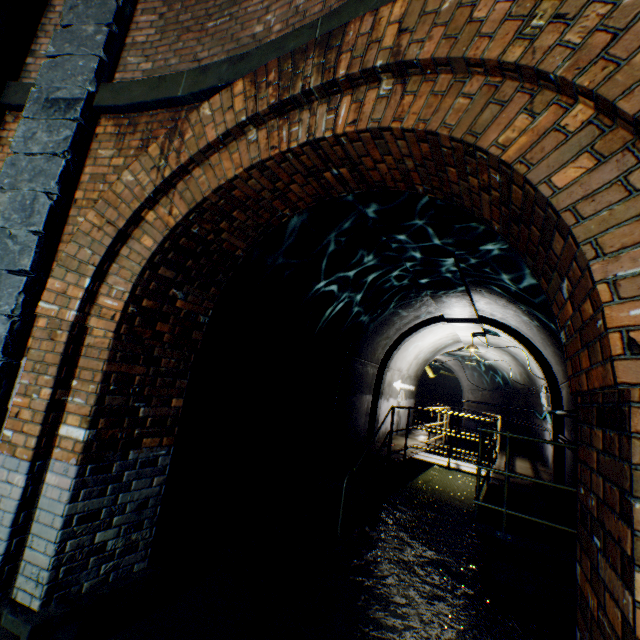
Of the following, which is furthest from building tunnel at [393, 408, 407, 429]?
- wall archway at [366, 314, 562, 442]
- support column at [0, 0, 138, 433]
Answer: support column at [0, 0, 138, 433]

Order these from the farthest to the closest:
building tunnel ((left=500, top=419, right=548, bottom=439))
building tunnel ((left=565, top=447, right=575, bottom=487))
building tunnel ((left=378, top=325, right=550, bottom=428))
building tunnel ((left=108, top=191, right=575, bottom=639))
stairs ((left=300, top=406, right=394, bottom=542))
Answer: building tunnel ((left=500, top=419, right=548, bottom=439)), building tunnel ((left=378, top=325, right=550, bottom=428)), building tunnel ((left=565, top=447, right=575, bottom=487)), stairs ((left=300, top=406, right=394, bottom=542)), building tunnel ((left=108, top=191, right=575, bottom=639))

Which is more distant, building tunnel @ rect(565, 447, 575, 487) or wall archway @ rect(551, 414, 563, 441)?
wall archway @ rect(551, 414, 563, 441)

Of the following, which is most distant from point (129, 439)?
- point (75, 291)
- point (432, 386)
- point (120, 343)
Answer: point (432, 386)

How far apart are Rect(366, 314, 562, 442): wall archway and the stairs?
2.30m

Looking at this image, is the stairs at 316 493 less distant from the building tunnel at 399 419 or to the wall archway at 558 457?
the building tunnel at 399 419

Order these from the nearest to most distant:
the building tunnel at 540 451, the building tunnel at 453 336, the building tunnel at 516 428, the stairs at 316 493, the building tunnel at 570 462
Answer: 1. the stairs at 316 493
2. the building tunnel at 570 462
3. the building tunnel at 540 451
4. the building tunnel at 453 336
5. the building tunnel at 516 428
